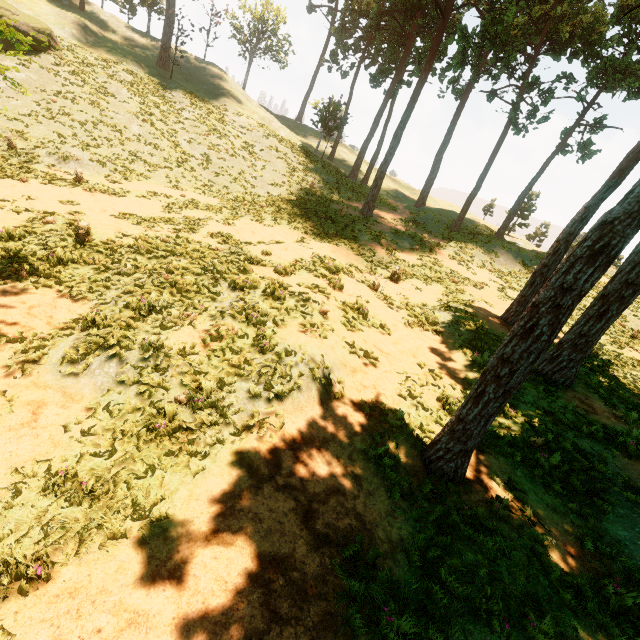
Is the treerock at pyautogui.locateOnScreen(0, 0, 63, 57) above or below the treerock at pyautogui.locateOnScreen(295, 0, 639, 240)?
below

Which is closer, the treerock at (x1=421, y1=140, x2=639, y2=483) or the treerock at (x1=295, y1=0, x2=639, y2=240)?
the treerock at (x1=421, y1=140, x2=639, y2=483)

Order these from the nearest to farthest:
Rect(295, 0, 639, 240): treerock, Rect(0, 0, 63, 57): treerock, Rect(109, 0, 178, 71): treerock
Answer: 1. Rect(0, 0, 63, 57): treerock
2. Rect(295, 0, 639, 240): treerock
3. Rect(109, 0, 178, 71): treerock

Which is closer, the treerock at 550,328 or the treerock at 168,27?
the treerock at 550,328

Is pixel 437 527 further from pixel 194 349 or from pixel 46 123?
pixel 46 123
